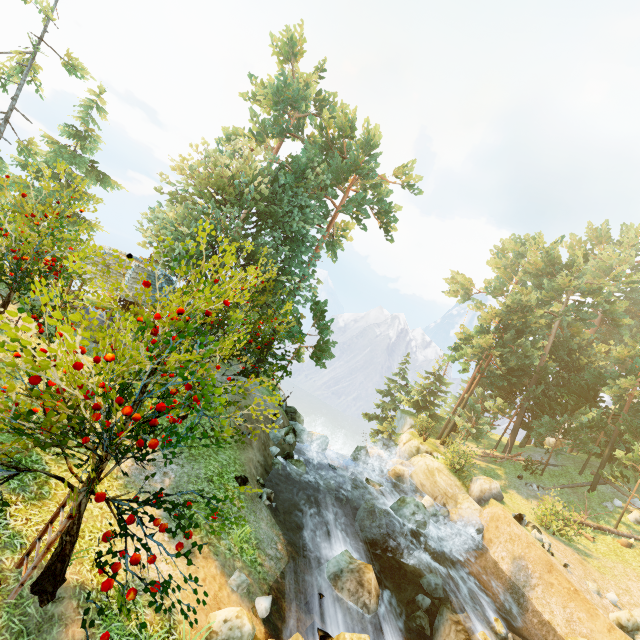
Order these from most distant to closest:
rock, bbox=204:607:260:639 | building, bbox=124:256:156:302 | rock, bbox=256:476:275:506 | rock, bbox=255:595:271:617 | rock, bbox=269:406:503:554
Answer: rock, bbox=269:406:503:554, building, bbox=124:256:156:302, rock, bbox=256:476:275:506, rock, bbox=255:595:271:617, rock, bbox=204:607:260:639

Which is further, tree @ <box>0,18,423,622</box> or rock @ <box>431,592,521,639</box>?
rock @ <box>431,592,521,639</box>

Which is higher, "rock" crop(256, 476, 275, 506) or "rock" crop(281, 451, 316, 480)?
"rock" crop(256, 476, 275, 506)

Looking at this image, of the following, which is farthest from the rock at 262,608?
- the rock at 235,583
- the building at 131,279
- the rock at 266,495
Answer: the building at 131,279

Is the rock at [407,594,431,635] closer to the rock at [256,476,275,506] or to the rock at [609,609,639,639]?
the rock at [609,609,639,639]

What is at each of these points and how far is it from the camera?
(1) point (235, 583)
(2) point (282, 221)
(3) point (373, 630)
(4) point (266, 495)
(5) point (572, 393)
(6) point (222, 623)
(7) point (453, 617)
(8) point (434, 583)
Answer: (1) rock, 8.63m
(2) tree, 22.64m
(3) rock, 10.12m
(4) rock, 12.93m
(5) tree, 29.28m
(6) rock, 7.00m
(7) rock, 12.61m
(8) rock, 14.73m

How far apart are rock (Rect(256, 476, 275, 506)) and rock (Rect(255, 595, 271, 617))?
3.8m

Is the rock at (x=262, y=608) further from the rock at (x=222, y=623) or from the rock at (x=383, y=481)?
the rock at (x=383, y=481)
